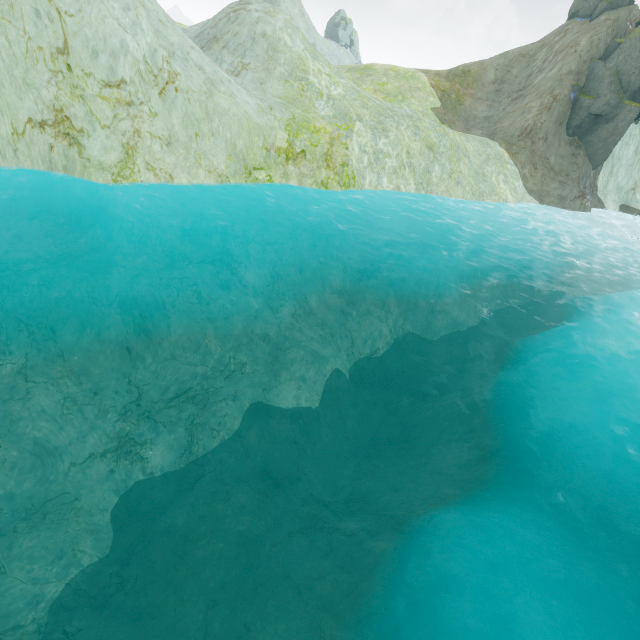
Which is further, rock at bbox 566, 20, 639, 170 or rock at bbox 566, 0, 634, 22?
rock at bbox 566, 0, 634, 22

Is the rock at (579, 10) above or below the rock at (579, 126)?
above

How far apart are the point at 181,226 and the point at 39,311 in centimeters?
645cm

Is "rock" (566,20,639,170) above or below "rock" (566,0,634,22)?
below

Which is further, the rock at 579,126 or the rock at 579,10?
the rock at 579,10
